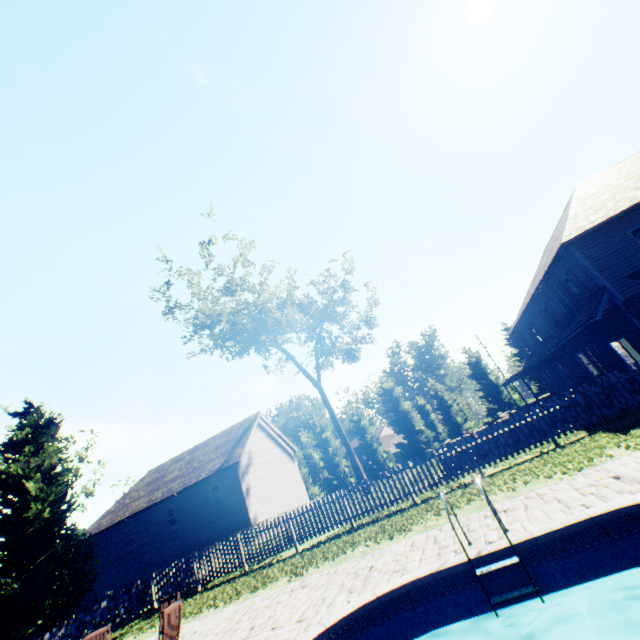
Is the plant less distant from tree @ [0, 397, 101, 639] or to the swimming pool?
tree @ [0, 397, 101, 639]

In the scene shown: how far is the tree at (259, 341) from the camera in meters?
23.3 m

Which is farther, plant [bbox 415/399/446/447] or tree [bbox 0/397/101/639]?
plant [bbox 415/399/446/447]

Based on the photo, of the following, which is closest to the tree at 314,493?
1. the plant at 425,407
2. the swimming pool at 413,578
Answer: the plant at 425,407

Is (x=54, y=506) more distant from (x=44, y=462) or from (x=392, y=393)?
(x=392, y=393)

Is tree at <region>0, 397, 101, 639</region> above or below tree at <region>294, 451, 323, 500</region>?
above

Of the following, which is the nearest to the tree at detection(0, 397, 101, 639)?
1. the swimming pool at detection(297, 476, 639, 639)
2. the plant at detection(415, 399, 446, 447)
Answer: the plant at detection(415, 399, 446, 447)
